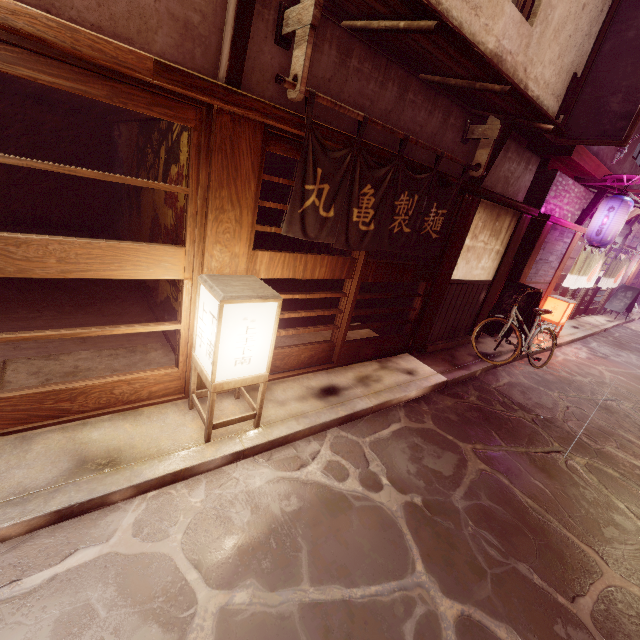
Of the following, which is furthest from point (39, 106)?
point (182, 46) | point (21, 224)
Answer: point (182, 46)

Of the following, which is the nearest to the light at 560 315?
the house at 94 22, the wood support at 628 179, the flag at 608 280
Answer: the house at 94 22

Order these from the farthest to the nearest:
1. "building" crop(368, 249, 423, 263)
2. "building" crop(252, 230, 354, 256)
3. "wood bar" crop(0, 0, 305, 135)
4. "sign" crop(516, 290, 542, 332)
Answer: "building" crop(368, 249, 423, 263) < "building" crop(252, 230, 354, 256) < "sign" crop(516, 290, 542, 332) < "wood bar" crop(0, 0, 305, 135)

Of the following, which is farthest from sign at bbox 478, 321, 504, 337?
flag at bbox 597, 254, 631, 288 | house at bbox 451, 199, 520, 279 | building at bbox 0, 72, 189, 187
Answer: flag at bbox 597, 254, 631, 288

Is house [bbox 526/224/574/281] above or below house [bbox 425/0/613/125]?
below

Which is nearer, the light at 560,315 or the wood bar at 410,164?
the wood bar at 410,164

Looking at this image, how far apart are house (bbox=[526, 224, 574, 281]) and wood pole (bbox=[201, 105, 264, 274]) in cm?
1319

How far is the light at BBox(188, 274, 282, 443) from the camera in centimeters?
486cm
